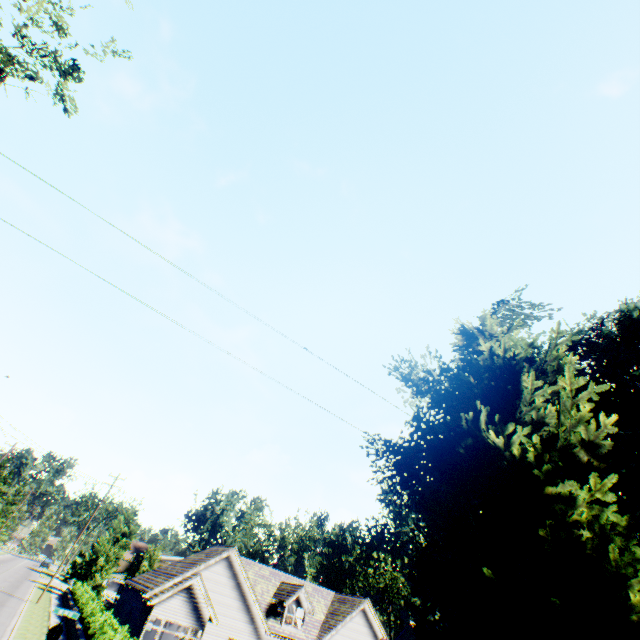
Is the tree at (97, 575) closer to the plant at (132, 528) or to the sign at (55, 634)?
the plant at (132, 528)

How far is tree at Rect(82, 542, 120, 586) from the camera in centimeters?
4181cm

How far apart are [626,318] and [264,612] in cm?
3403

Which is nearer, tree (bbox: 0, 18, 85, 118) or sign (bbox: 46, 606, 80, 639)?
tree (bbox: 0, 18, 85, 118)

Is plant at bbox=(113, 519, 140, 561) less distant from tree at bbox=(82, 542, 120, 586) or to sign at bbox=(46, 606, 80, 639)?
tree at bbox=(82, 542, 120, 586)

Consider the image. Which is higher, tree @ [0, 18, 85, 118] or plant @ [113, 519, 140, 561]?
tree @ [0, 18, 85, 118]

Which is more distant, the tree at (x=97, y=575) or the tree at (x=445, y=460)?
the tree at (x=97, y=575)
